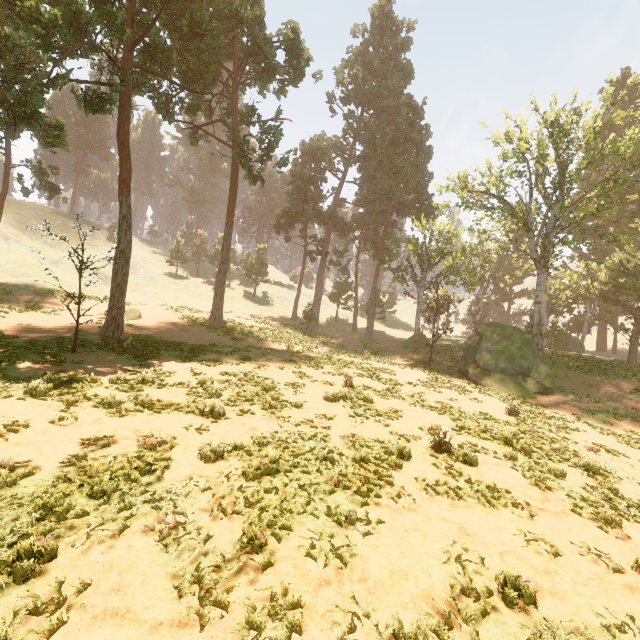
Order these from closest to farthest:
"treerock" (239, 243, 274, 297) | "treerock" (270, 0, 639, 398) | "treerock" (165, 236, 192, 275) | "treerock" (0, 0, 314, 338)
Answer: "treerock" (0, 0, 314, 338) < "treerock" (270, 0, 639, 398) < "treerock" (239, 243, 274, 297) < "treerock" (165, 236, 192, 275)

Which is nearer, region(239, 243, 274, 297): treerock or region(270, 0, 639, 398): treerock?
region(270, 0, 639, 398): treerock

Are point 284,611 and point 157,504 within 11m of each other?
yes

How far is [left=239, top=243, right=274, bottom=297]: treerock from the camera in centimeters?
4984cm

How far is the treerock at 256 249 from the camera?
49.8m

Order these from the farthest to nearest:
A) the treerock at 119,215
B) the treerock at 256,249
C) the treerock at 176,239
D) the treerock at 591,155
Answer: the treerock at 176,239 < the treerock at 256,249 < the treerock at 591,155 < the treerock at 119,215
